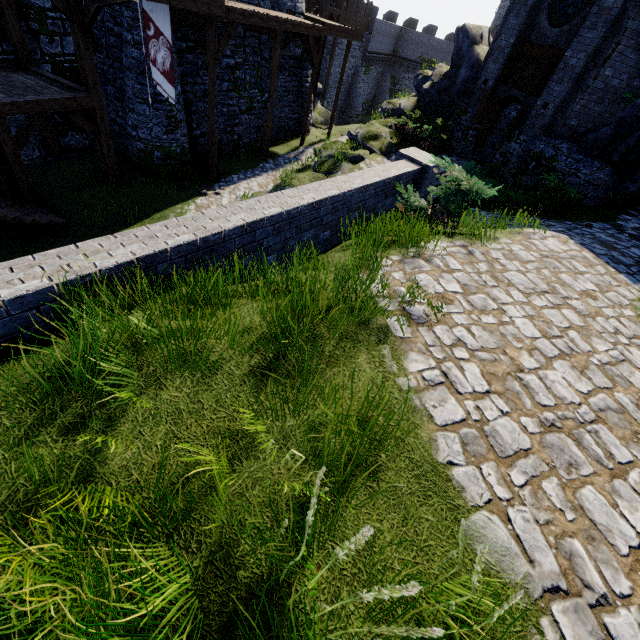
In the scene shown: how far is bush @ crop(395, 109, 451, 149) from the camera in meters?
14.6 m

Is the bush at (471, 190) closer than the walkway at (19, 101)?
Yes

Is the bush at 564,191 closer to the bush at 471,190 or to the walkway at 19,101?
the bush at 471,190

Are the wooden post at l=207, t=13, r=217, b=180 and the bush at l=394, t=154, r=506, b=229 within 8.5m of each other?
no

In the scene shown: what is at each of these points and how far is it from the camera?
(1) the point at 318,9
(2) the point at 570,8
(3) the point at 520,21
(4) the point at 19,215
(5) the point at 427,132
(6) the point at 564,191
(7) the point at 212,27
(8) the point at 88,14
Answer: (1) stairs, 26.20m
(2) window glass, 11.73m
(3) building, 12.91m
(4) stairs, 8.68m
(5) bush, 14.23m
(6) bush, 9.65m
(7) wooden post, 11.08m
(8) wooden support, 9.00m

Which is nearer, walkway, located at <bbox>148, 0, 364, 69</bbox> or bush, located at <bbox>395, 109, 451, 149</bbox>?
walkway, located at <bbox>148, 0, 364, 69</bbox>

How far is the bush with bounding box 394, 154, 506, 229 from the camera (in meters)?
6.07

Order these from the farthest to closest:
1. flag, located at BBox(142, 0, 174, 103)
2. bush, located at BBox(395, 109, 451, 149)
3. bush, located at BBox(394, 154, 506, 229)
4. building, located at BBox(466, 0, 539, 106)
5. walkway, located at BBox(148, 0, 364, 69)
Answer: bush, located at BBox(395, 109, 451, 149) → building, located at BBox(466, 0, 539, 106) → walkway, located at BBox(148, 0, 364, 69) → flag, located at BBox(142, 0, 174, 103) → bush, located at BBox(394, 154, 506, 229)
